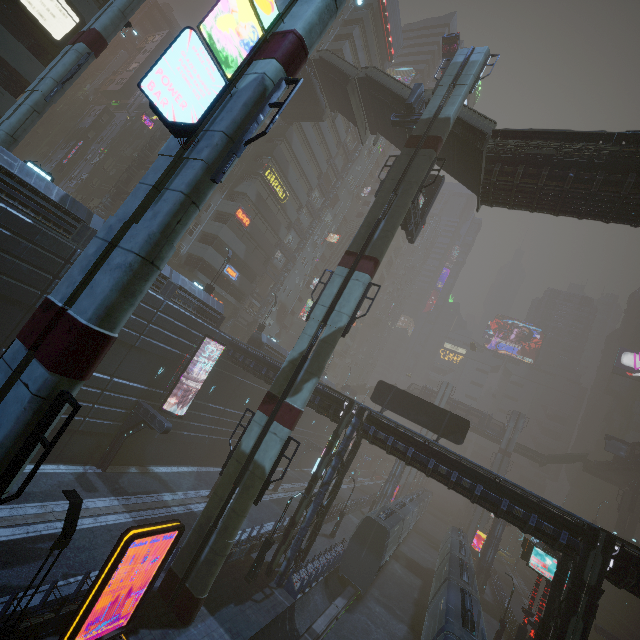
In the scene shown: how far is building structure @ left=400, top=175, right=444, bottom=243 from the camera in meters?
22.2

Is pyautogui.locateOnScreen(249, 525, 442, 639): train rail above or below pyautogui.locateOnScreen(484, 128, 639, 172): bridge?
below

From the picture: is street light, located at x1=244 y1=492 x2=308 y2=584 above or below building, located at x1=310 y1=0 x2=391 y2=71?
below

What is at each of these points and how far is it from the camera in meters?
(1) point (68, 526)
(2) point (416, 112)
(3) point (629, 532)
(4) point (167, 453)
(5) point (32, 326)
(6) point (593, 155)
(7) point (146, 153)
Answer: (1) street light, 8.4
(2) building structure, 22.4
(3) sm, 47.6
(4) building, 26.9
(5) sm, 7.2
(6) bridge, 17.3
(7) building structure, 33.6

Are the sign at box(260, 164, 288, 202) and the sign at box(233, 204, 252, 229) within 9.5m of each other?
yes

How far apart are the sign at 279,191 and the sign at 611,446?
58.9m

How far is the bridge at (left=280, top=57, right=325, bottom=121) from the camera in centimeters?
3228cm

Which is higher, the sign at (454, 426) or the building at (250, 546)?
the sign at (454, 426)
